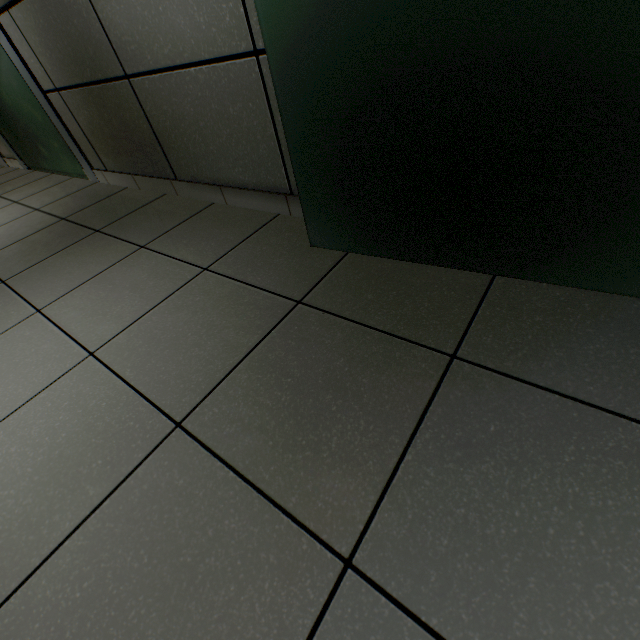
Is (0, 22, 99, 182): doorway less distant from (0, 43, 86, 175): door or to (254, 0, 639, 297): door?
(0, 43, 86, 175): door

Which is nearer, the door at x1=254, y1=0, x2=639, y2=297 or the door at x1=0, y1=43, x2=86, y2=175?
the door at x1=254, y1=0, x2=639, y2=297

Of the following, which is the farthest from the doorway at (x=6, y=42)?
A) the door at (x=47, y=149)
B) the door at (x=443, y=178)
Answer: the door at (x=443, y=178)

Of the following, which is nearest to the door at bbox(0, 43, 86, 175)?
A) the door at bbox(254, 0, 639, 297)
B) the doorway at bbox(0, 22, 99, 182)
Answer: the doorway at bbox(0, 22, 99, 182)

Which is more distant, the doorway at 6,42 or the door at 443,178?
the doorway at 6,42

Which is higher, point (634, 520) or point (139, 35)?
point (139, 35)
